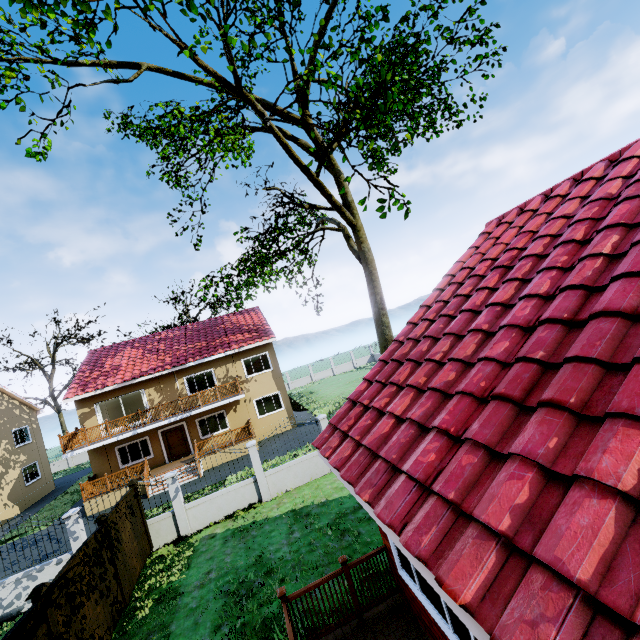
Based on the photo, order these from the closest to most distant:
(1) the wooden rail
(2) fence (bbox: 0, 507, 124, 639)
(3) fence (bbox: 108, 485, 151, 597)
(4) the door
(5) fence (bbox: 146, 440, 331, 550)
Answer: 1. (2) fence (bbox: 0, 507, 124, 639)
2. (3) fence (bbox: 108, 485, 151, 597)
3. (5) fence (bbox: 146, 440, 331, 550)
4. (1) the wooden rail
5. (4) the door

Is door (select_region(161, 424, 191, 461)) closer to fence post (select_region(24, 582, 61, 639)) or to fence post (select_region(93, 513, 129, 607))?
fence post (select_region(93, 513, 129, 607))

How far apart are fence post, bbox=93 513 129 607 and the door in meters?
12.8

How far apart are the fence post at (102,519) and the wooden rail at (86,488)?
11.1 meters

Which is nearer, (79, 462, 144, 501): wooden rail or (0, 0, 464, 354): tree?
(0, 0, 464, 354): tree

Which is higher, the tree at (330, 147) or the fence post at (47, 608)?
the tree at (330, 147)

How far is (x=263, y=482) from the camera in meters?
12.9

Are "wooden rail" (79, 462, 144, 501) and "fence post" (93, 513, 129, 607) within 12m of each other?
yes
